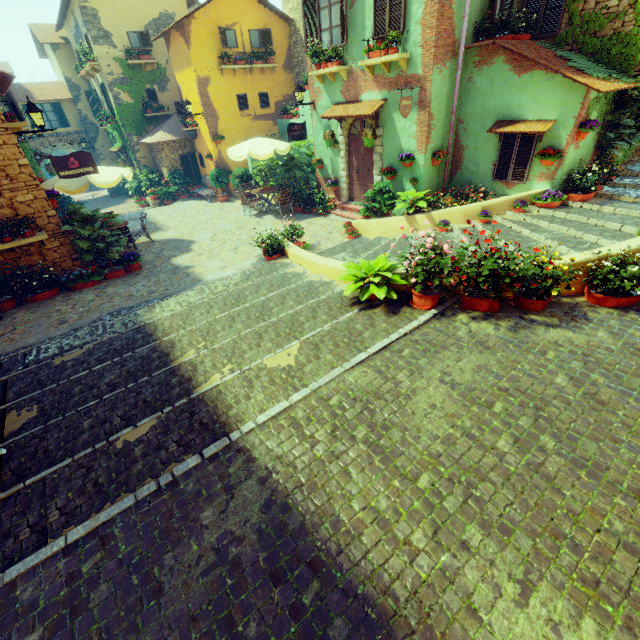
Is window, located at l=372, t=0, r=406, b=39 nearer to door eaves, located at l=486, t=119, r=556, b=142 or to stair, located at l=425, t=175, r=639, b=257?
door eaves, located at l=486, t=119, r=556, b=142

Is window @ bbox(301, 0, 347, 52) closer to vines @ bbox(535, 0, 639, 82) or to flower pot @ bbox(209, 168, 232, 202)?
vines @ bbox(535, 0, 639, 82)

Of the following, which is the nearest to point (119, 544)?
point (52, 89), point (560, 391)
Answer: point (560, 391)

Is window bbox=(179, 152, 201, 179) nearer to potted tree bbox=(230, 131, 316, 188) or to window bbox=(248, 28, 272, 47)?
window bbox=(248, 28, 272, 47)

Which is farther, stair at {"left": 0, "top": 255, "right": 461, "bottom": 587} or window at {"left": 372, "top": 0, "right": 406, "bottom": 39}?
window at {"left": 372, "top": 0, "right": 406, "bottom": 39}

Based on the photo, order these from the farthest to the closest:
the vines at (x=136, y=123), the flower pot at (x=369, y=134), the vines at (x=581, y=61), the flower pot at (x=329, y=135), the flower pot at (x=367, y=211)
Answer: the vines at (x=136, y=123)
the flower pot at (x=329, y=135)
the flower pot at (x=369, y=134)
the flower pot at (x=367, y=211)
the vines at (x=581, y=61)

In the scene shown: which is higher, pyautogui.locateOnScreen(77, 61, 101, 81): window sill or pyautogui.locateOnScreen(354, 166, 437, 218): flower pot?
pyautogui.locateOnScreen(77, 61, 101, 81): window sill

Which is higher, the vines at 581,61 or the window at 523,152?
the vines at 581,61
